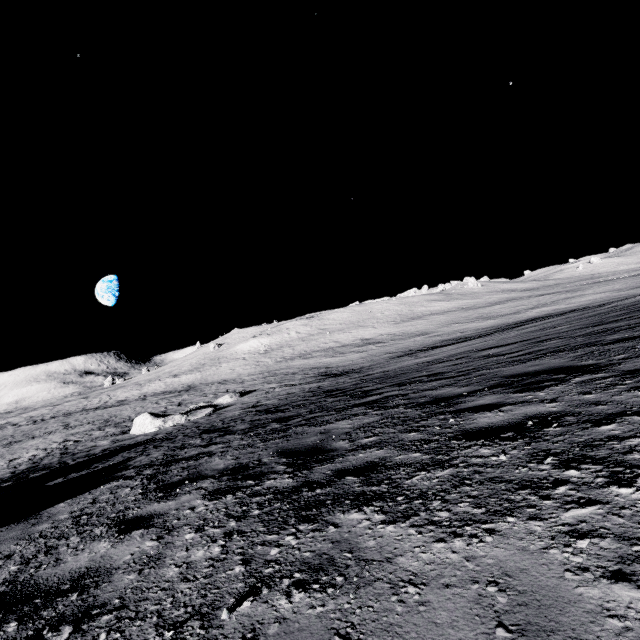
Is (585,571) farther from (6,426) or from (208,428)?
(6,426)

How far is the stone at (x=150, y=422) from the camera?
18.9 meters

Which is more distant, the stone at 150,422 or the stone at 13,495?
the stone at 150,422

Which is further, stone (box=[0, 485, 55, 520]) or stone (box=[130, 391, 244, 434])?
stone (box=[130, 391, 244, 434])

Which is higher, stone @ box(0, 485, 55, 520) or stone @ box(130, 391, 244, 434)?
stone @ box(0, 485, 55, 520)

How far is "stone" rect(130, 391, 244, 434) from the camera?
18.9 meters
